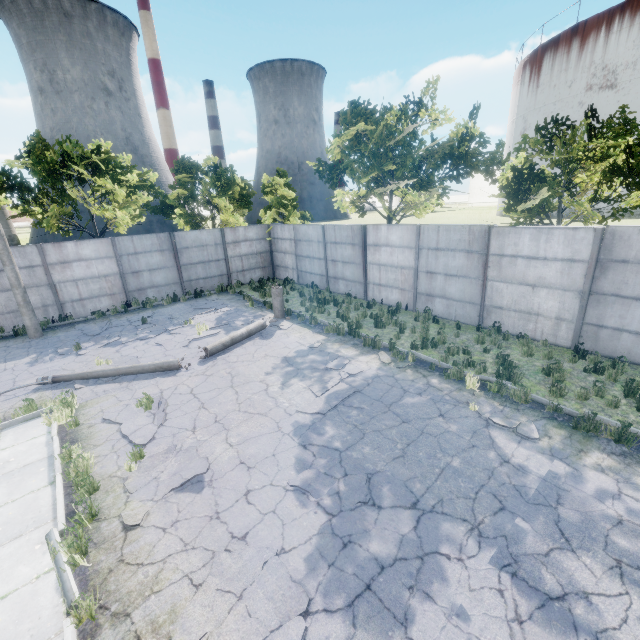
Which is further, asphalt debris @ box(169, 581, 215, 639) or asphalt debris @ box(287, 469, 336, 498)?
asphalt debris @ box(287, 469, 336, 498)

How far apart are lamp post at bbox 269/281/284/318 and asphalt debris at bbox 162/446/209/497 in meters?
8.0 m

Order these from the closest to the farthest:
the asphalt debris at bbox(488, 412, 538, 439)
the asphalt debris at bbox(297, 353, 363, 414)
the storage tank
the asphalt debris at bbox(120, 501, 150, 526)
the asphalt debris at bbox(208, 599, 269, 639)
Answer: the asphalt debris at bbox(208, 599, 269, 639) → the asphalt debris at bbox(120, 501, 150, 526) → the asphalt debris at bbox(488, 412, 538, 439) → the asphalt debris at bbox(297, 353, 363, 414) → the storage tank

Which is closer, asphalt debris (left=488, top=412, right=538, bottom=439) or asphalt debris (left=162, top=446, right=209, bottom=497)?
asphalt debris (left=162, top=446, right=209, bottom=497)

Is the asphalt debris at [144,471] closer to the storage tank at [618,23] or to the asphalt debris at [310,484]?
the asphalt debris at [310,484]

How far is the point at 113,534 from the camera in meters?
5.0 m

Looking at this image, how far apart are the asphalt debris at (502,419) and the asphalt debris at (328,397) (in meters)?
2.63

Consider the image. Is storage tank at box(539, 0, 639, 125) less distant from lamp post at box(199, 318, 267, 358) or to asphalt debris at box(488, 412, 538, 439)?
asphalt debris at box(488, 412, 538, 439)
